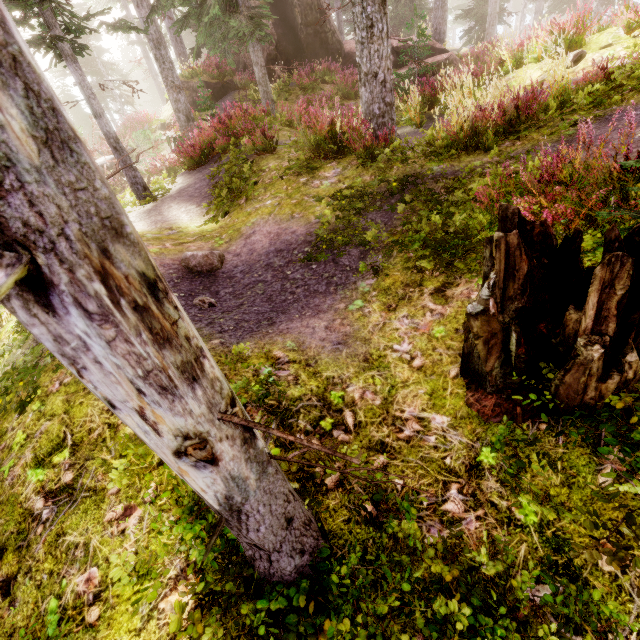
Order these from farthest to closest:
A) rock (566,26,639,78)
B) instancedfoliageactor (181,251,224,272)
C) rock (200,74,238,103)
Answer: rock (200,74,238,103), rock (566,26,639,78), instancedfoliageactor (181,251,224,272)

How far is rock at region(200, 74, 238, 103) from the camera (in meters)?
17.82

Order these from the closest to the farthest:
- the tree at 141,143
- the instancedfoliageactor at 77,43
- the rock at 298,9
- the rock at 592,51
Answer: the instancedfoliageactor at 77,43 → the rock at 592,51 → the tree at 141,143 → the rock at 298,9

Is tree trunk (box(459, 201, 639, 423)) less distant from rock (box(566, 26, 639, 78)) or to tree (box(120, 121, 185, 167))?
tree (box(120, 121, 185, 167))

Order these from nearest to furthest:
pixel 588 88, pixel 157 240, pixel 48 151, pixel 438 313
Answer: pixel 48 151 < pixel 438 313 < pixel 588 88 < pixel 157 240

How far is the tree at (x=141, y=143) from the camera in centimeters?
Answer: 1205cm

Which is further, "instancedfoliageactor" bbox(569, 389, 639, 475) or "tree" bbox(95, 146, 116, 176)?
"tree" bbox(95, 146, 116, 176)

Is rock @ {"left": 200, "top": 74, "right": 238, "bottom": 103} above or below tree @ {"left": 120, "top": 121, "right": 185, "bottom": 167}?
above
